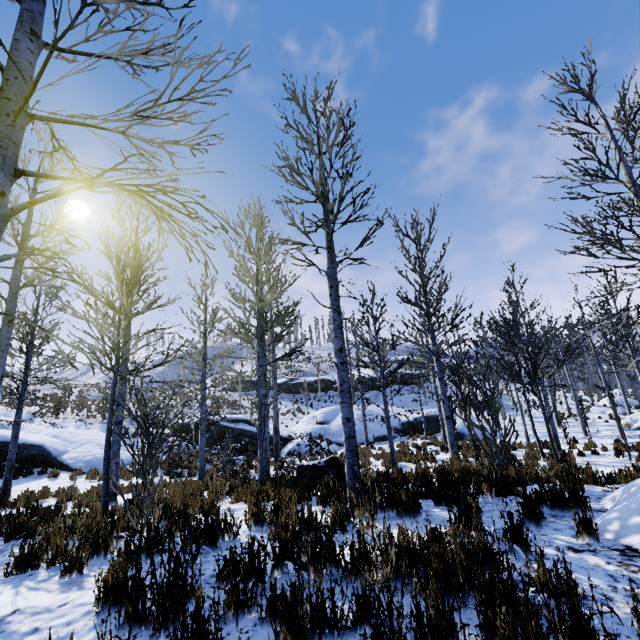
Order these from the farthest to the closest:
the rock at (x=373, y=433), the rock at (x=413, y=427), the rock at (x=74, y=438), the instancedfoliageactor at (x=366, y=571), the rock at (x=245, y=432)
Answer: the rock at (x=413, y=427) → the rock at (x=373, y=433) → the rock at (x=245, y=432) → the rock at (x=74, y=438) → the instancedfoliageactor at (x=366, y=571)

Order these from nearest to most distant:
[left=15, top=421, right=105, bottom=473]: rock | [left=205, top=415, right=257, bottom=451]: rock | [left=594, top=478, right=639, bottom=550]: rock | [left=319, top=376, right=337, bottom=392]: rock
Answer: [left=594, top=478, right=639, bottom=550]: rock < [left=15, top=421, right=105, bottom=473]: rock < [left=205, top=415, right=257, bottom=451]: rock < [left=319, top=376, right=337, bottom=392]: rock

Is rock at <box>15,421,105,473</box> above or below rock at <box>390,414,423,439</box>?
above

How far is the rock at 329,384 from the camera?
37.5 meters

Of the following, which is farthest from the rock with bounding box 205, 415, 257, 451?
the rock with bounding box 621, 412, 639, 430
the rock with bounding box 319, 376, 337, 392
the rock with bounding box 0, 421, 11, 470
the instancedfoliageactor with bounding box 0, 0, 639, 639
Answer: the rock with bounding box 319, 376, 337, 392

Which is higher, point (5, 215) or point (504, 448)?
point (5, 215)

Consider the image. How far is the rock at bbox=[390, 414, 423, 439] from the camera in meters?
23.9
